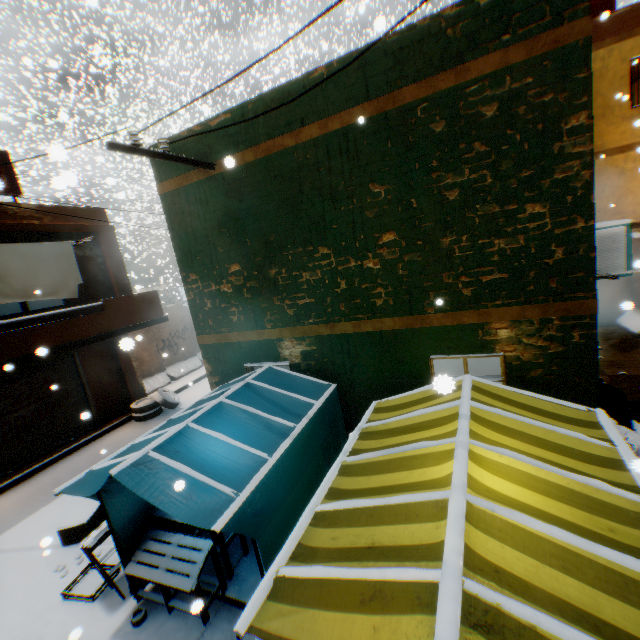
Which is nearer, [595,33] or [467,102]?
[467,102]

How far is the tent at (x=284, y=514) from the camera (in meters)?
3.36

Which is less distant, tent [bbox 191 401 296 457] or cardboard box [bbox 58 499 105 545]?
tent [bbox 191 401 296 457]

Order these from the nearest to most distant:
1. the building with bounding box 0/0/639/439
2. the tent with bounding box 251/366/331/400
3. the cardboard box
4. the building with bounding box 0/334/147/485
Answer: the building with bounding box 0/0/639/439 → the tent with bounding box 251/366/331/400 → the cardboard box → the building with bounding box 0/334/147/485

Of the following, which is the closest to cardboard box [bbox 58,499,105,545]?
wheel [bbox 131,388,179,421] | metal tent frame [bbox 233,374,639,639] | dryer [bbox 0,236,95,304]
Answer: wheel [bbox 131,388,179,421]

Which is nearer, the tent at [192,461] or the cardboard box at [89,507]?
the tent at [192,461]

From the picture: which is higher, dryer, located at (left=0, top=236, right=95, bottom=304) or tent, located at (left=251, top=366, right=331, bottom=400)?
→ dryer, located at (left=0, top=236, right=95, bottom=304)

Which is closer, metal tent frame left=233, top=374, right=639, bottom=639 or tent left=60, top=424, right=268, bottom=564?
metal tent frame left=233, top=374, right=639, bottom=639
